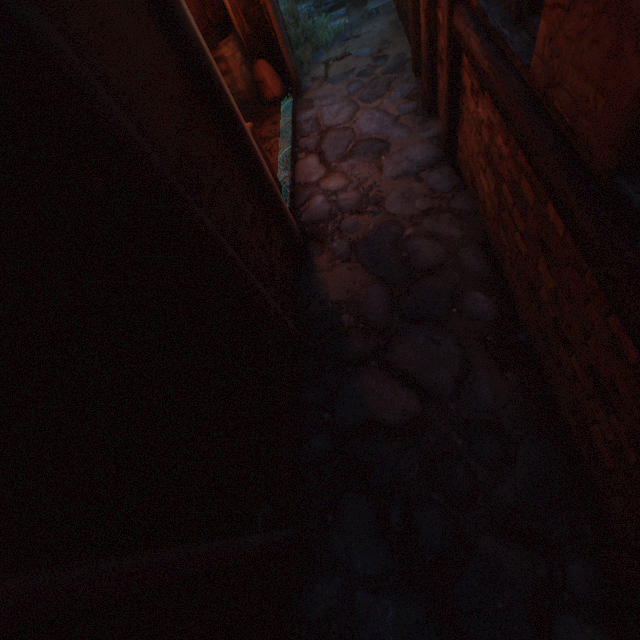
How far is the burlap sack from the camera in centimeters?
512cm

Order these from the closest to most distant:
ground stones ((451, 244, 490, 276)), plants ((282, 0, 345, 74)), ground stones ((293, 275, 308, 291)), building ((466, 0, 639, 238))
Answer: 1. building ((466, 0, 639, 238))
2. ground stones ((451, 244, 490, 276))
3. ground stones ((293, 275, 308, 291))
4. plants ((282, 0, 345, 74))

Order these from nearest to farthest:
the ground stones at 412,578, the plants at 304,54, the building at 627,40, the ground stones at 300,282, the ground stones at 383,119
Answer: the building at 627,40, the ground stones at 412,578, the ground stones at 300,282, the ground stones at 383,119, the plants at 304,54

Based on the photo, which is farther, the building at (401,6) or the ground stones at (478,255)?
the building at (401,6)

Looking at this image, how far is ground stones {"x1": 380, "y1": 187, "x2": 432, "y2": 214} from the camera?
3.5 meters

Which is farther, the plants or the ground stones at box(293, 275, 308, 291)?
the plants

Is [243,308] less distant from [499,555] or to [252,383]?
[252,383]

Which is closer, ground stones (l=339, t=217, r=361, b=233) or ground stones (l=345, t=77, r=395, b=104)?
ground stones (l=339, t=217, r=361, b=233)
